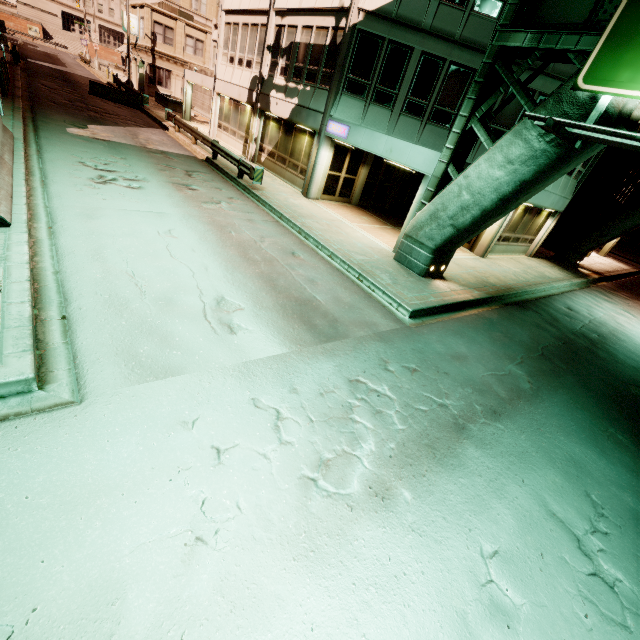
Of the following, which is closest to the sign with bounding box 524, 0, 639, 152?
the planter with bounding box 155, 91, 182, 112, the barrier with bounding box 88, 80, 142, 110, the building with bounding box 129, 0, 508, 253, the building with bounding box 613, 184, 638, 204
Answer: the building with bounding box 129, 0, 508, 253

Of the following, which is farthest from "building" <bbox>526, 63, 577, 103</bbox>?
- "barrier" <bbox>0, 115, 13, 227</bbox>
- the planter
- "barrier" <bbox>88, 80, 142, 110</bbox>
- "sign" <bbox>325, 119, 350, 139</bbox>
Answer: "barrier" <bbox>0, 115, 13, 227</bbox>

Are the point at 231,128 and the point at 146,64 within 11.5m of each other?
no

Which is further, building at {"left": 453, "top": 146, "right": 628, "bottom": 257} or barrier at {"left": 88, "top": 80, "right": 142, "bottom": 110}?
barrier at {"left": 88, "top": 80, "right": 142, "bottom": 110}

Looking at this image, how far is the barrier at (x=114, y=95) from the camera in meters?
26.2

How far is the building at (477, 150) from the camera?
11.6 meters

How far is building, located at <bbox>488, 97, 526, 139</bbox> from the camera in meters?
13.6 m

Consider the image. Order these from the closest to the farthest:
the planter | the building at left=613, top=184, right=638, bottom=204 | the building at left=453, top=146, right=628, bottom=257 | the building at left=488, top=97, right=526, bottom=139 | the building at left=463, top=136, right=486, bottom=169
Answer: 1. the building at left=463, top=136, right=486, bottom=169
2. the building at left=488, top=97, right=526, bottom=139
3. the building at left=453, top=146, right=628, bottom=257
4. the building at left=613, top=184, right=638, bottom=204
5. the planter
